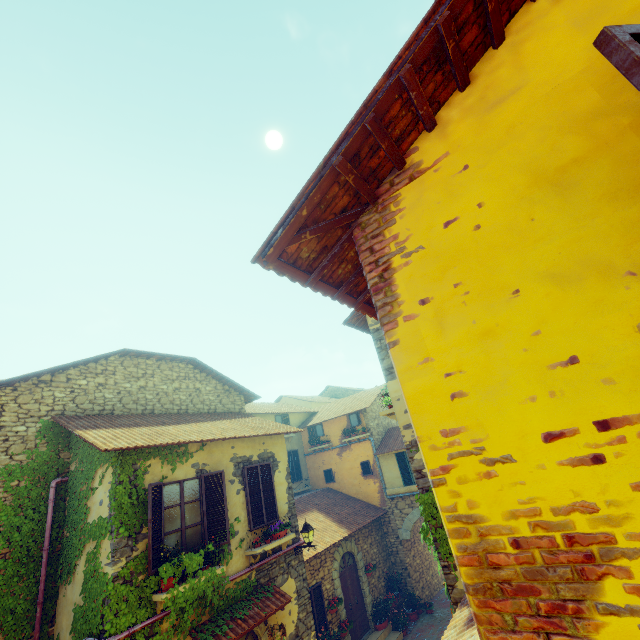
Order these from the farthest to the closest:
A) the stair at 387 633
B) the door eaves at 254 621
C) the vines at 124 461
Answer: the stair at 387 633 < the door eaves at 254 621 < the vines at 124 461

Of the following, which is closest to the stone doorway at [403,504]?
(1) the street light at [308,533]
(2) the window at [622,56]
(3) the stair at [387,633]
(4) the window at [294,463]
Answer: (3) the stair at [387,633]

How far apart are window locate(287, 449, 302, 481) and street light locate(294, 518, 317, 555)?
7.93m

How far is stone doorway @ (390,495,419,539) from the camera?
15.1 meters

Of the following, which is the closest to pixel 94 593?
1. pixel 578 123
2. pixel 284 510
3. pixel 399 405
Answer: pixel 284 510

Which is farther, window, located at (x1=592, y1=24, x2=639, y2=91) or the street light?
the street light

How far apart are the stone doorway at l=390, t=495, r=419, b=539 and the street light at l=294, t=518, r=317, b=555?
7.47m

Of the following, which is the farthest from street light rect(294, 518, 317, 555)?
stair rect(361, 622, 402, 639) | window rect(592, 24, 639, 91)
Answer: window rect(592, 24, 639, 91)
